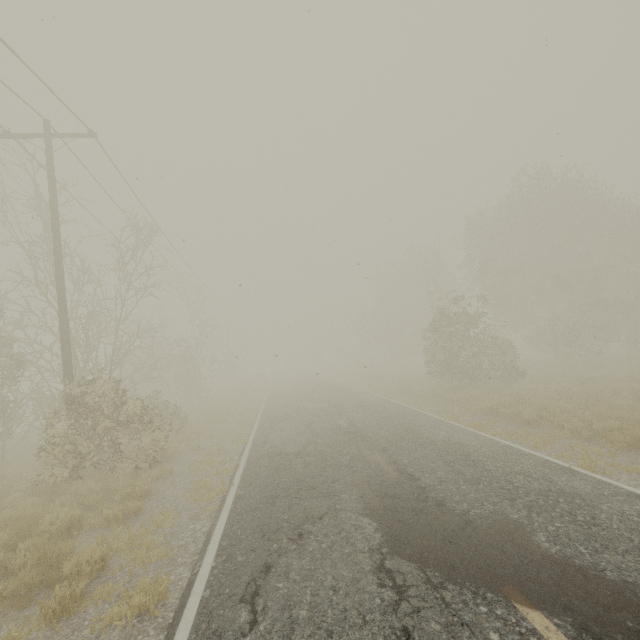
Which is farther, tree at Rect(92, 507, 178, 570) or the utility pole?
the utility pole

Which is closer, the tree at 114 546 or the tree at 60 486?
the tree at 114 546

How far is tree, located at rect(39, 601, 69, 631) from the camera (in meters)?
4.09

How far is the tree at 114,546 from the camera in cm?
530

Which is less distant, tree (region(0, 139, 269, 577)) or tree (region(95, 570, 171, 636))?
tree (region(95, 570, 171, 636))

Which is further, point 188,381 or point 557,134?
point 188,381
